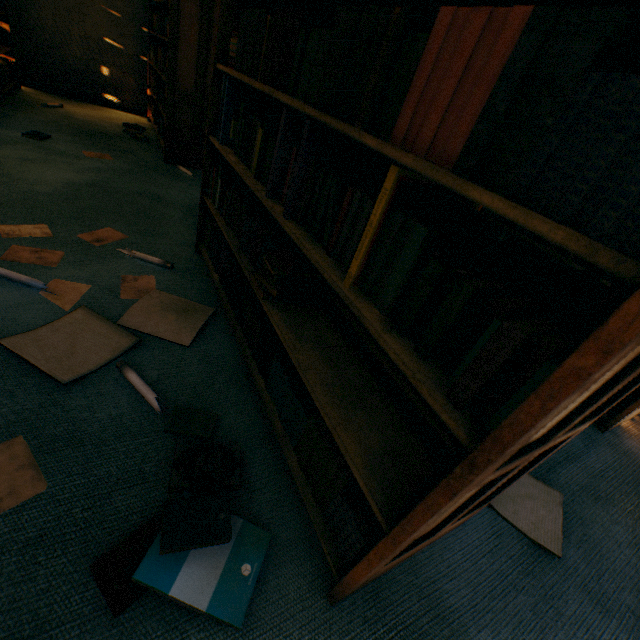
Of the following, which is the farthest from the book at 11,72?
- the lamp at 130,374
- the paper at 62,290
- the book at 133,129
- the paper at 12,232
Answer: the lamp at 130,374

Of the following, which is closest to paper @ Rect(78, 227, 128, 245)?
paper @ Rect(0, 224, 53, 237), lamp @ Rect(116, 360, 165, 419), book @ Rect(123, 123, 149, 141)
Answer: paper @ Rect(0, 224, 53, 237)

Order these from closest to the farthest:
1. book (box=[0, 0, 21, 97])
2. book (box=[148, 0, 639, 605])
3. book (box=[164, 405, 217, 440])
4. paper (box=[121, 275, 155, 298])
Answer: book (box=[148, 0, 639, 605]), book (box=[164, 405, 217, 440]), paper (box=[121, 275, 155, 298]), book (box=[0, 0, 21, 97])

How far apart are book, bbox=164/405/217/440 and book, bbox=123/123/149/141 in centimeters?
397cm

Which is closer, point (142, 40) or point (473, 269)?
point (473, 269)

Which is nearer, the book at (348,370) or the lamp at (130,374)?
the book at (348,370)

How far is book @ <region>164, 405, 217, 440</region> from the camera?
1.1m

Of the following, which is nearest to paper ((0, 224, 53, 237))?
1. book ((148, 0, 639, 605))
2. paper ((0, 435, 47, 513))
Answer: book ((148, 0, 639, 605))
